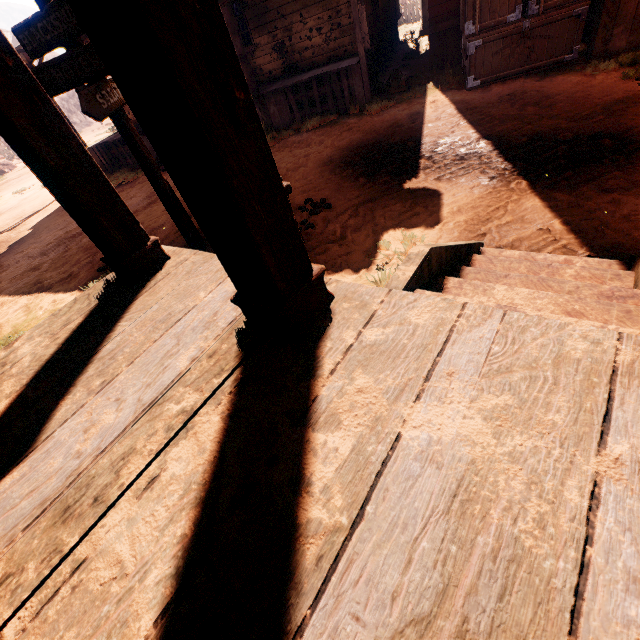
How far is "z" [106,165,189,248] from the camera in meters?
5.8 m

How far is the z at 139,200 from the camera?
5.8 meters

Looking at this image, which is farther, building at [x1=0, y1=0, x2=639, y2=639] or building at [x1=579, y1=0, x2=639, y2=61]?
building at [x1=579, y1=0, x2=639, y2=61]

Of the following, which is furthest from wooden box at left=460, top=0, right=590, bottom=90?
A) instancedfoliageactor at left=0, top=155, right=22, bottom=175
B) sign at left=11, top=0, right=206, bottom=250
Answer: instancedfoliageactor at left=0, top=155, right=22, bottom=175

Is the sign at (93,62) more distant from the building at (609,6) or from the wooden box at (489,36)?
the wooden box at (489,36)

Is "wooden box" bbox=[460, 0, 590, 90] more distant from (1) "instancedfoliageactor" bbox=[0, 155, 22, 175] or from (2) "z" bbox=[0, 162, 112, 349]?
(1) "instancedfoliageactor" bbox=[0, 155, 22, 175]

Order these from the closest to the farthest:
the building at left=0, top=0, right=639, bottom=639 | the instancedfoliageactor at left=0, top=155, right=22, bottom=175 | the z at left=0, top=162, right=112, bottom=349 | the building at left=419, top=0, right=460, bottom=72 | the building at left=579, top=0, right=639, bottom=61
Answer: the building at left=0, top=0, right=639, bottom=639, the z at left=0, top=162, right=112, bottom=349, the building at left=579, top=0, right=639, bottom=61, the building at left=419, top=0, right=460, bottom=72, the instancedfoliageactor at left=0, top=155, right=22, bottom=175

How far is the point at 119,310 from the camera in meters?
2.2
